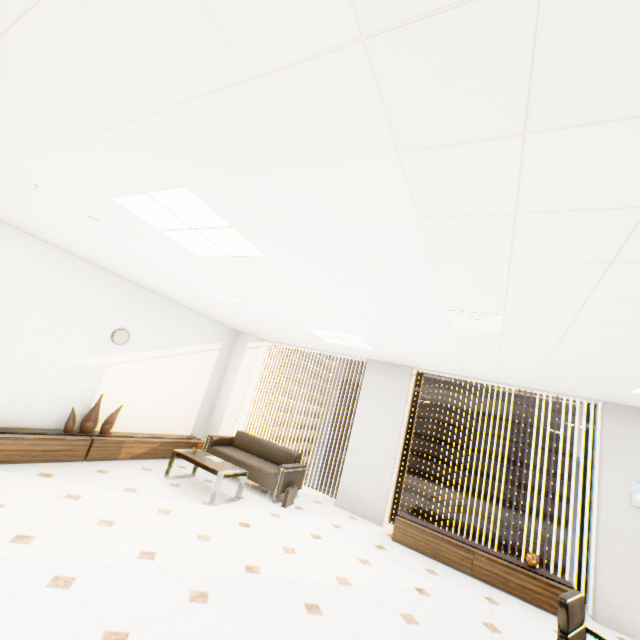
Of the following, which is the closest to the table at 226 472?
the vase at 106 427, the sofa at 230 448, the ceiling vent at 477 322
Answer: the sofa at 230 448

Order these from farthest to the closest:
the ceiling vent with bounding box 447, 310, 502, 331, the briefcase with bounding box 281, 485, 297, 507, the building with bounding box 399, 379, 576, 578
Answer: the building with bounding box 399, 379, 576, 578
the briefcase with bounding box 281, 485, 297, 507
the ceiling vent with bounding box 447, 310, 502, 331

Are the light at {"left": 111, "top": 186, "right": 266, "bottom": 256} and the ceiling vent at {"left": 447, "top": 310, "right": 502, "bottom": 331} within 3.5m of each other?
yes

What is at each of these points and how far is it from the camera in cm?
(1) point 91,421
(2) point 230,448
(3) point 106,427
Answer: (1) vase, 525
(2) sofa, 669
(3) vase, 548

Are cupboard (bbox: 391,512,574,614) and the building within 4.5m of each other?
no

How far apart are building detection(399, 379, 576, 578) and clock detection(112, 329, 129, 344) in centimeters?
5995cm

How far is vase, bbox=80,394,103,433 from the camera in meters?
5.2 m

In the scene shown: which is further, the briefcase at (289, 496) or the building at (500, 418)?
the building at (500, 418)
